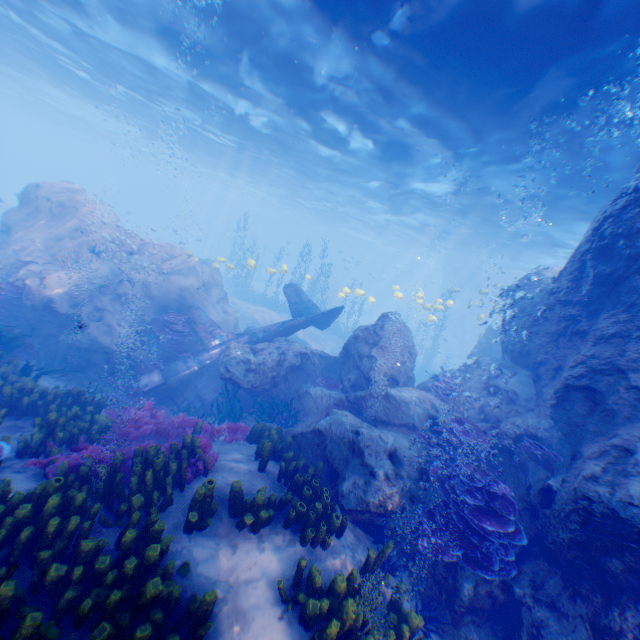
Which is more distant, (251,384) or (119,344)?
(119,344)

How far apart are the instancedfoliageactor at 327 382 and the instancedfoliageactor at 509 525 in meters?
4.9 m

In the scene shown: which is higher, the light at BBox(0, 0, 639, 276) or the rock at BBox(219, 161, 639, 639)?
the light at BBox(0, 0, 639, 276)

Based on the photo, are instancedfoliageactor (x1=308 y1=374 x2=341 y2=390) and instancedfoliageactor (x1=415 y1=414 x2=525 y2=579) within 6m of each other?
yes

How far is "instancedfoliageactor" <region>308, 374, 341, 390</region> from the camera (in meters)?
11.52

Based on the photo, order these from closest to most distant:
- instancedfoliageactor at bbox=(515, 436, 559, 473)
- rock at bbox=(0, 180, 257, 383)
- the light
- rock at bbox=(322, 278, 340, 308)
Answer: instancedfoliageactor at bbox=(515, 436, 559, 473) < the light < rock at bbox=(0, 180, 257, 383) < rock at bbox=(322, 278, 340, 308)

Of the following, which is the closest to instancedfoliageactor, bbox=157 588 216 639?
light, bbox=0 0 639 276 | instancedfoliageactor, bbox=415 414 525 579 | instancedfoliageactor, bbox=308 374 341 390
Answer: instancedfoliageactor, bbox=415 414 525 579

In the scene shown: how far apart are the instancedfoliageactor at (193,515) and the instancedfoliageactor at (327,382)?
6.67m
